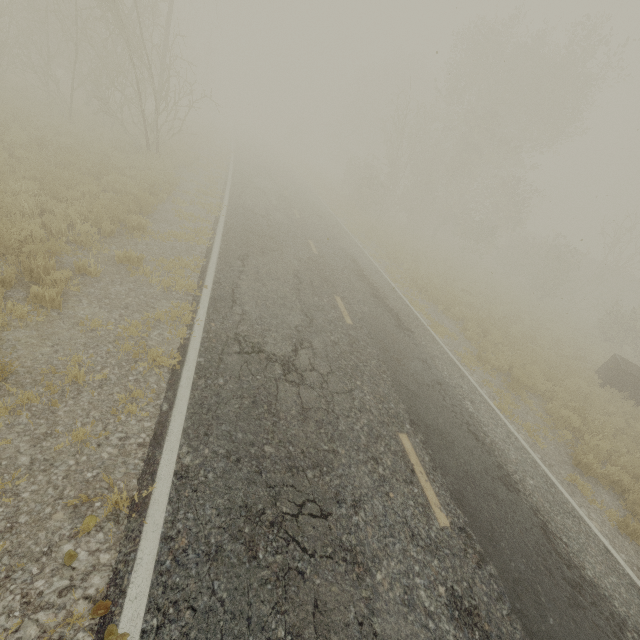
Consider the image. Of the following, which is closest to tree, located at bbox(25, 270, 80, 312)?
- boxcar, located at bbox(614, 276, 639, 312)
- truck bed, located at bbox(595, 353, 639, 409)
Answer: truck bed, located at bbox(595, 353, 639, 409)

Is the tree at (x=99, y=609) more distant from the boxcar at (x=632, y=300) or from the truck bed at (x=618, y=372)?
the boxcar at (x=632, y=300)

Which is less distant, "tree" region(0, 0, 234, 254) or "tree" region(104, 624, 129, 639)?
"tree" region(104, 624, 129, 639)

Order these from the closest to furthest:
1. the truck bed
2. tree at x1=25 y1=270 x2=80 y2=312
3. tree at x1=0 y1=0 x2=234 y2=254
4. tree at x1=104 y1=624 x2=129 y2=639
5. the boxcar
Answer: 1. tree at x1=104 y1=624 x2=129 y2=639
2. tree at x1=25 y1=270 x2=80 y2=312
3. tree at x1=0 y1=0 x2=234 y2=254
4. the truck bed
5. the boxcar

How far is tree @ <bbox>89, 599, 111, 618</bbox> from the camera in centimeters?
256cm

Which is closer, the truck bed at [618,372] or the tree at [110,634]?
the tree at [110,634]

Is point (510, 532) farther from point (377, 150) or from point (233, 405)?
point (377, 150)

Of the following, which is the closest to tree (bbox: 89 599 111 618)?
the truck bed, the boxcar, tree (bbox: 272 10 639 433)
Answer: tree (bbox: 272 10 639 433)
